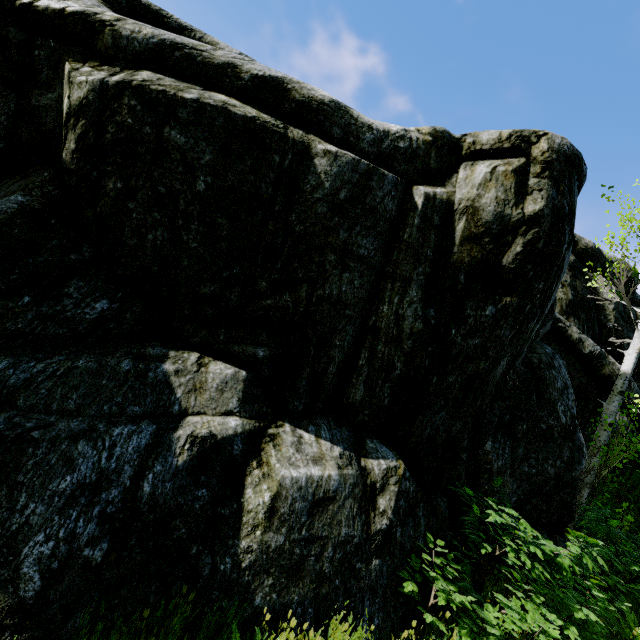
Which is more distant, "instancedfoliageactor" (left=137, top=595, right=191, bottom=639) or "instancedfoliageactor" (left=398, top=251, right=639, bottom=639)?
"instancedfoliageactor" (left=398, top=251, right=639, bottom=639)

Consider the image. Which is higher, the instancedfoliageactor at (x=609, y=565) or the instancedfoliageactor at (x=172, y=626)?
the instancedfoliageactor at (x=609, y=565)

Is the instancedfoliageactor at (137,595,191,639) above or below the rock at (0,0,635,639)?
below

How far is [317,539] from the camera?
3.40m

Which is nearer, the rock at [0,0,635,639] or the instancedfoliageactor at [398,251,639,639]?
the rock at [0,0,635,639]

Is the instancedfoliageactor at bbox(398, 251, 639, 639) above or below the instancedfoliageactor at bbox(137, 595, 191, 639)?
above

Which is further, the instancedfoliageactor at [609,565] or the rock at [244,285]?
the instancedfoliageactor at [609,565]
